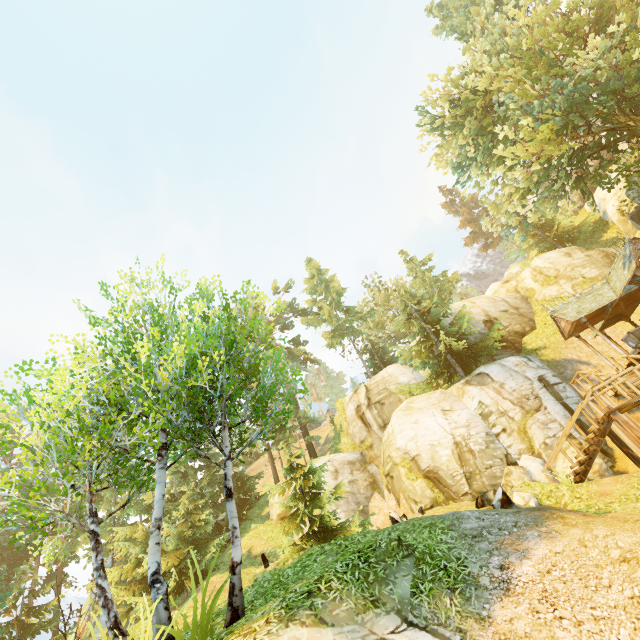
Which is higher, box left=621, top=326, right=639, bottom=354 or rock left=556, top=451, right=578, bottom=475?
box left=621, top=326, right=639, bottom=354

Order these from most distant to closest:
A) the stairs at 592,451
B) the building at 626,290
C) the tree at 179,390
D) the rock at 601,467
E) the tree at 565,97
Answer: the building at 626,290 < the tree at 565,97 < the rock at 601,467 < the stairs at 592,451 < the tree at 179,390

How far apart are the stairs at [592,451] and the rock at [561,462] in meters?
3.1 m

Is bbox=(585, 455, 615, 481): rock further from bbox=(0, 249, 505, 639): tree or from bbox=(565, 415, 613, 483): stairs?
bbox=(0, 249, 505, 639): tree

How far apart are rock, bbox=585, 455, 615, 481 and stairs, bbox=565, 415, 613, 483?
3.1 meters

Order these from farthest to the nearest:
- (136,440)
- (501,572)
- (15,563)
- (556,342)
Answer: (15,563)
(556,342)
(136,440)
(501,572)

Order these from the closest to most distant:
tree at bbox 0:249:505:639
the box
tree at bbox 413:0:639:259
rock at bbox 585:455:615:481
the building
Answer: tree at bbox 0:249:505:639 < rock at bbox 585:455:615:481 < tree at bbox 413:0:639:259 < the building < the box
